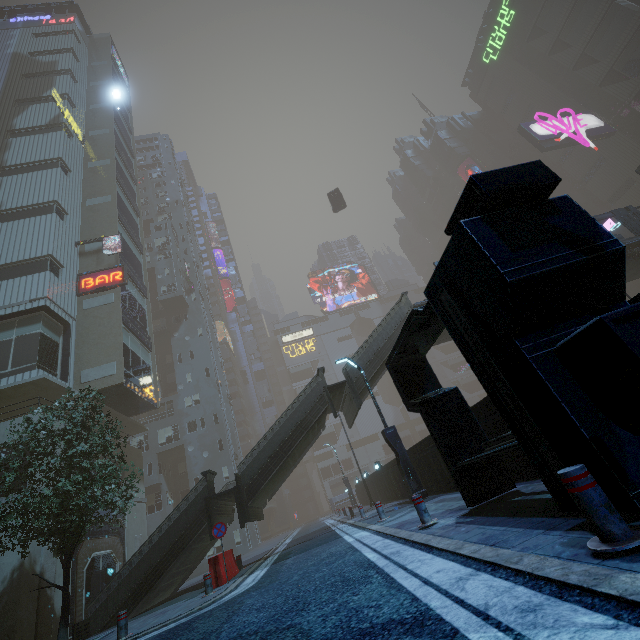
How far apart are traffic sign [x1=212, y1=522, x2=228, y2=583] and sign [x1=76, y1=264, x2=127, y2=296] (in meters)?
20.02

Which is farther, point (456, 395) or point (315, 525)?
point (315, 525)

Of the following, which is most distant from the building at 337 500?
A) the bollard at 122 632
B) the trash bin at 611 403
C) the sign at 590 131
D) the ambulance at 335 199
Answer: the ambulance at 335 199

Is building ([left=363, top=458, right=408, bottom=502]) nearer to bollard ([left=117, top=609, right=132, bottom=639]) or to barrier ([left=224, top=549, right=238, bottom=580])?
barrier ([left=224, top=549, right=238, bottom=580])

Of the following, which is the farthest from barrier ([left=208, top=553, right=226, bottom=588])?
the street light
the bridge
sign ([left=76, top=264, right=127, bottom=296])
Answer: sign ([left=76, top=264, right=127, bottom=296])

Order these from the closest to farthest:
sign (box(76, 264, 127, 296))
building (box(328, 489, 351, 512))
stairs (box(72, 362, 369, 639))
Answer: stairs (box(72, 362, 369, 639)) < sign (box(76, 264, 127, 296)) < building (box(328, 489, 351, 512))

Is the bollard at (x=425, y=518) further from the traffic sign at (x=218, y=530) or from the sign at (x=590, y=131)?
the sign at (x=590, y=131)

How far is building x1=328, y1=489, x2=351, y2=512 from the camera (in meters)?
48.53
